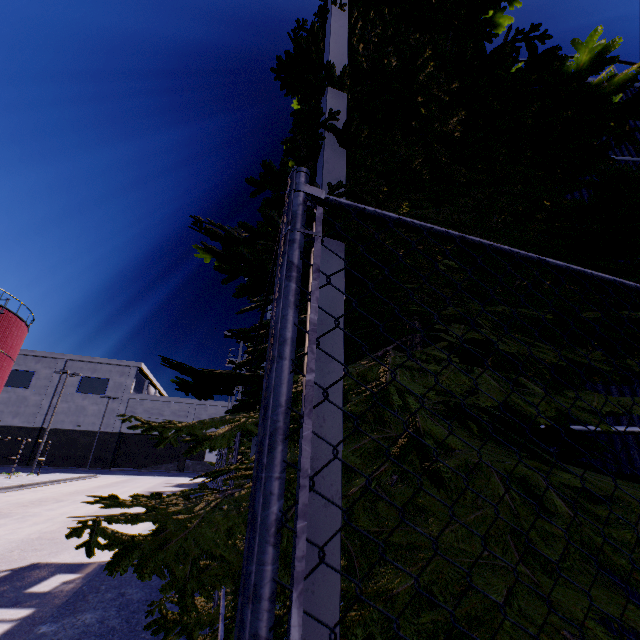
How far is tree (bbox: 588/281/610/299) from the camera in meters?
2.0 m

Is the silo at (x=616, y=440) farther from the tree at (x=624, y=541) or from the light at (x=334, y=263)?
the light at (x=334, y=263)

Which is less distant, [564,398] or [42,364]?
[564,398]

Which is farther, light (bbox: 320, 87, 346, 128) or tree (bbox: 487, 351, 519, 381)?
tree (bbox: 487, 351, 519, 381)

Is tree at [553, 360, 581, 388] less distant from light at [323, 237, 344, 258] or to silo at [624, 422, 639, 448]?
light at [323, 237, 344, 258]

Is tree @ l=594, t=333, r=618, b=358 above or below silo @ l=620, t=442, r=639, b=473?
above

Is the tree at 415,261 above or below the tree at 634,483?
above
